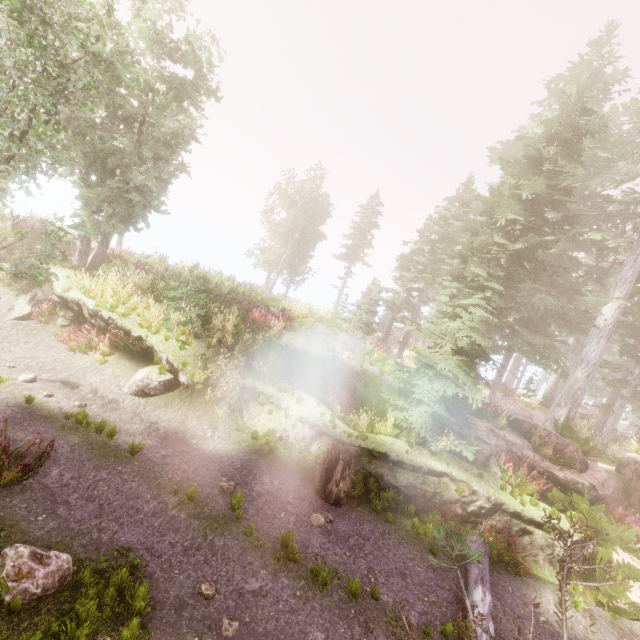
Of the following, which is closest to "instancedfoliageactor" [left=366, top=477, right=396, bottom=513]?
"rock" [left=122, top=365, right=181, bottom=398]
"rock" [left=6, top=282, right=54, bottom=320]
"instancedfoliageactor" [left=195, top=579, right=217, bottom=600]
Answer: "instancedfoliageactor" [left=195, top=579, right=217, bottom=600]

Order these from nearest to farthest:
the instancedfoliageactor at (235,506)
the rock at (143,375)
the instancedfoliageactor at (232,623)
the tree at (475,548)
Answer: the tree at (475,548), the instancedfoliageactor at (232,623), the instancedfoliageactor at (235,506), the rock at (143,375)

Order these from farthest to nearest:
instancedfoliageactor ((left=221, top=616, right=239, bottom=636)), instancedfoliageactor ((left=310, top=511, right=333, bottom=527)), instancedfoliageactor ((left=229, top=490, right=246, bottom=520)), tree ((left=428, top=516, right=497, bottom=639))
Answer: instancedfoliageactor ((left=310, top=511, right=333, bottom=527)), instancedfoliageactor ((left=229, top=490, right=246, bottom=520)), instancedfoliageactor ((left=221, top=616, right=239, bottom=636)), tree ((left=428, top=516, right=497, bottom=639))

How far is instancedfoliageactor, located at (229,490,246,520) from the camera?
7.5 meters

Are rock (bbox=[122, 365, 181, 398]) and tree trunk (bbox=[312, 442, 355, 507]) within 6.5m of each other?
yes

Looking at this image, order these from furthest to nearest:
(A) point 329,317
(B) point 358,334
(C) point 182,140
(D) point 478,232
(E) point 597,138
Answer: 1. (A) point 329,317
2. (B) point 358,334
3. (E) point 597,138
4. (D) point 478,232
5. (C) point 182,140

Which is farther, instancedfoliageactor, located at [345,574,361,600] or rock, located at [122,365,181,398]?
rock, located at [122,365,181,398]

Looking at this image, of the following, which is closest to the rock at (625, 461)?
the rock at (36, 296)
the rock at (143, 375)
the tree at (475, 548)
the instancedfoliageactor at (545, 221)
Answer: the instancedfoliageactor at (545, 221)
